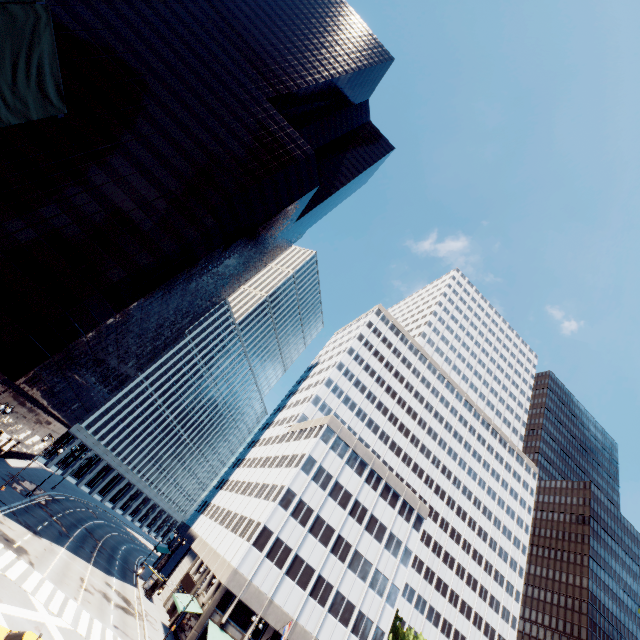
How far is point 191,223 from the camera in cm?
4844

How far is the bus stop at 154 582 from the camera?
44.2m

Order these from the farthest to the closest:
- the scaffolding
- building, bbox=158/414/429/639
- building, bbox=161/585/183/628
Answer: building, bbox=158/414/429/639 → building, bbox=161/585/183/628 → the scaffolding

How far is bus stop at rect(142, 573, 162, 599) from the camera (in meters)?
44.22

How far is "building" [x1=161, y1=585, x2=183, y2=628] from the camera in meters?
38.5

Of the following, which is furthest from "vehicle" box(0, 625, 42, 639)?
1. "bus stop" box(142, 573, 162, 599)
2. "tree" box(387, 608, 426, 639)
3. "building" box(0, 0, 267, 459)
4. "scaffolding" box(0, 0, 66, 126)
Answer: "bus stop" box(142, 573, 162, 599)

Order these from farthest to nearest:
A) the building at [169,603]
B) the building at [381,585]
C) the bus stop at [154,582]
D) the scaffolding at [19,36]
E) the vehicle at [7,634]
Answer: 1. the bus stop at [154,582]
2. the building at [381,585]
3. the building at [169,603]
4. the vehicle at [7,634]
5. the scaffolding at [19,36]

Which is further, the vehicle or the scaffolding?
the vehicle
